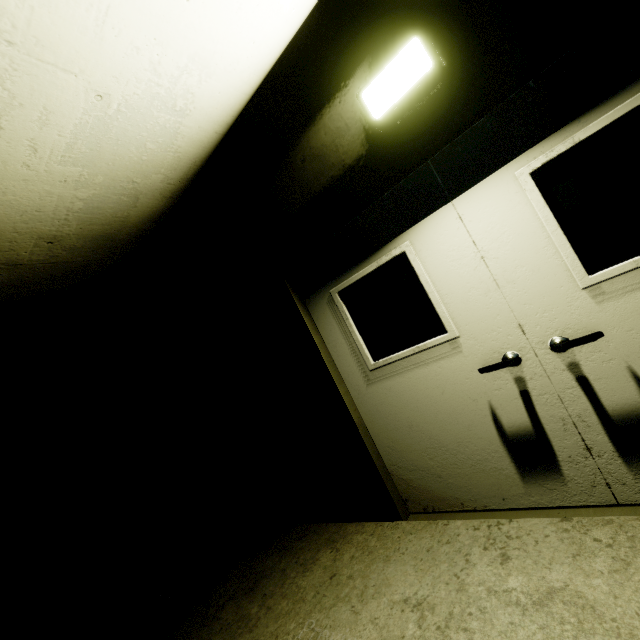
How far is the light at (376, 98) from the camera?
1.8m

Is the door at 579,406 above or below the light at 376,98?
below

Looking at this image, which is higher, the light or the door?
the light

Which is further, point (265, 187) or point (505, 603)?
point (265, 187)

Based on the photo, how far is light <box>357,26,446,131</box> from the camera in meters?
1.8
